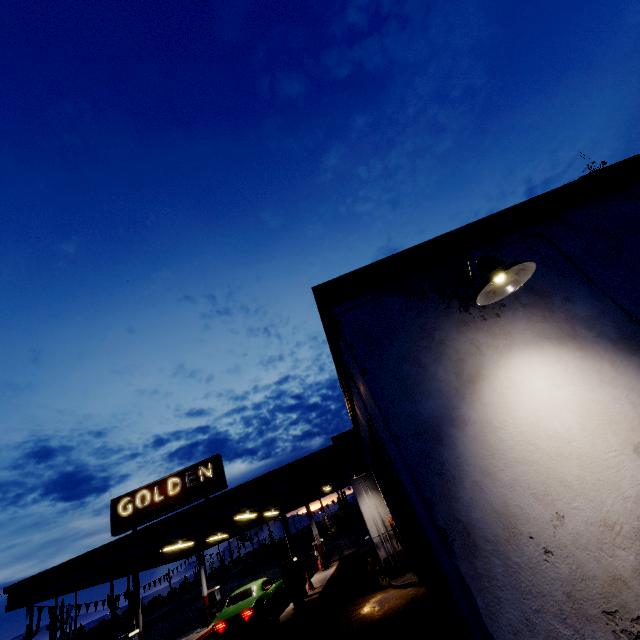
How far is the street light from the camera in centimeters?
225cm

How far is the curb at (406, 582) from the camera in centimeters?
948cm

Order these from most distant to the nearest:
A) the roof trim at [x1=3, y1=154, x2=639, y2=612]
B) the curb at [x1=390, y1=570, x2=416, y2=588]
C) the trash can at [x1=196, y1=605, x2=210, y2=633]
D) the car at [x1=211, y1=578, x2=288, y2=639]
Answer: the trash can at [x1=196, y1=605, x2=210, y2=633]
the car at [x1=211, y1=578, x2=288, y2=639]
the curb at [x1=390, y1=570, x2=416, y2=588]
the roof trim at [x1=3, y1=154, x2=639, y2=612]

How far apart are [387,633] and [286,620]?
6.3m

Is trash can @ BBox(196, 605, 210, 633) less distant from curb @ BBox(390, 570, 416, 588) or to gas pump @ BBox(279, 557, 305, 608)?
gas pump @ BBox(279, 557, 305, 608)

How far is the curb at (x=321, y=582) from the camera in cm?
1135

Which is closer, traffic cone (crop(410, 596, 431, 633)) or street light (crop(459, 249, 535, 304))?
street light (crop(459, 249, 535, 304))

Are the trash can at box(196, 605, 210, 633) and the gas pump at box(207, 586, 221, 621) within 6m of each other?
yes
